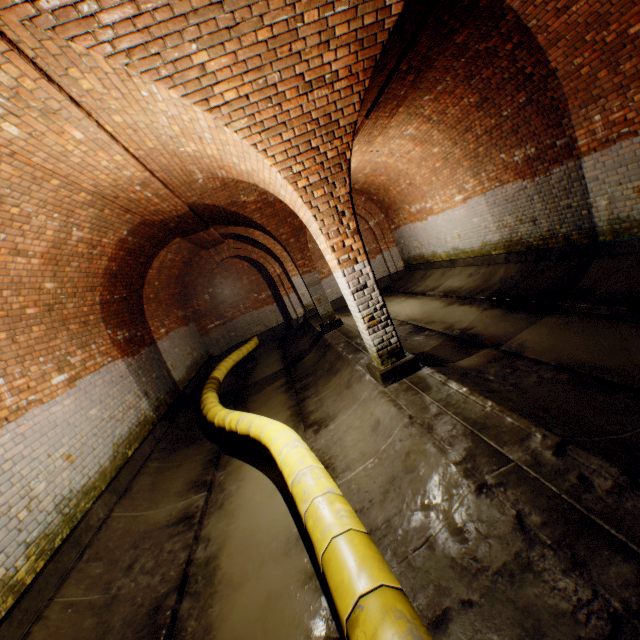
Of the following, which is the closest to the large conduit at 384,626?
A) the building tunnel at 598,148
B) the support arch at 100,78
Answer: the building tunnel at 598,148

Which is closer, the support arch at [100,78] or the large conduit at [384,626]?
the large conduit at [384,626]

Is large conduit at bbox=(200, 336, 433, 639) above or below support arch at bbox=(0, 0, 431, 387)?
below

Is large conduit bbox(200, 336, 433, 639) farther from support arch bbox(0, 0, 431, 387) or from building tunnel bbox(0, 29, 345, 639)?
support arch bbox(0, 0, 431, 387)

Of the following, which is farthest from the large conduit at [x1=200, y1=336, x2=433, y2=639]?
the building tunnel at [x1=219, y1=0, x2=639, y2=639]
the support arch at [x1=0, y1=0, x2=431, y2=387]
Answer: the support arch at [x1=0, y1=0, x2=431, y2=387]

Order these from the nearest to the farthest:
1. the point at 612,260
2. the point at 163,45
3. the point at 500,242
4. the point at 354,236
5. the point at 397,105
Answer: the point at 163,45 → the point at 354,236 → the point at 612,260 → the point at 397,105 → the point at 500,242
